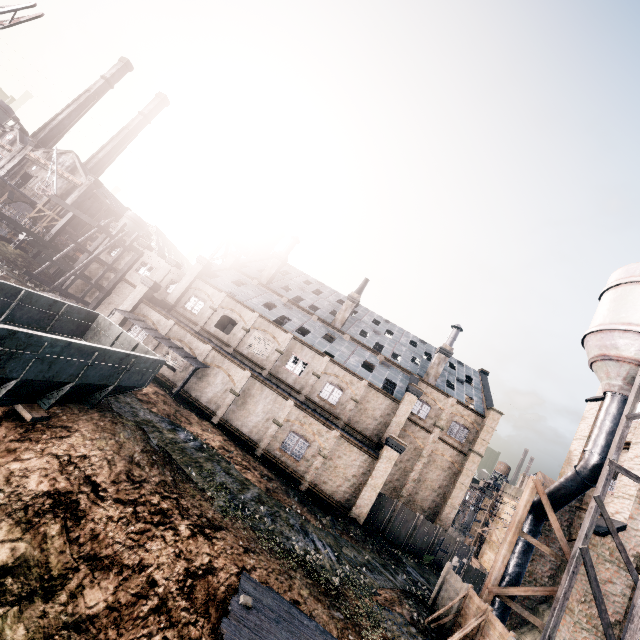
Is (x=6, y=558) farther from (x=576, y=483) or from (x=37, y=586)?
(x=576, y=483)

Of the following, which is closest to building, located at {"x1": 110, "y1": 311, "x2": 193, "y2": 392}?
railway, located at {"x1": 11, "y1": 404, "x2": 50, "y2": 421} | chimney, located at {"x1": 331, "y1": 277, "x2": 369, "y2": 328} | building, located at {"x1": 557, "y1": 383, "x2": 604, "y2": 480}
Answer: chimney, located at {"x1": 331, "y1": 277, "x2": 369, "y2": 328}

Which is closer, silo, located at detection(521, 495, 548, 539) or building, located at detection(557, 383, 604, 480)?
silo, located at detection(521, 495, 548, 539)

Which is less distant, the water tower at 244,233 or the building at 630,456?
the building at 630,456

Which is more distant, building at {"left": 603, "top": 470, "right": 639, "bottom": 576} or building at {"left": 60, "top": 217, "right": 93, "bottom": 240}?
building at {"left": 60, "top": 217, "right": 93, "bottom": 240}

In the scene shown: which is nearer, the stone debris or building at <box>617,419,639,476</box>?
the stone debris

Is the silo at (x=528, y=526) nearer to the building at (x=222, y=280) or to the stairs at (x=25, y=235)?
the building at (x=222, y=280)

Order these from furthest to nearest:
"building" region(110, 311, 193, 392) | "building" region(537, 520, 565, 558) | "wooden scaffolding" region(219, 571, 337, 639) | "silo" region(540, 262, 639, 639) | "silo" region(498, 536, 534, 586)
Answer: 1. "building" region(110, 311, 193, 392)
2. "building" region(537, 520, 565, 558)
3. "silo" region(498, 536, 534, 586)
4. "silo" region(540, 262, 639, 639)
5. "wooden scaffolding" region(219, 571, 337, 639)
